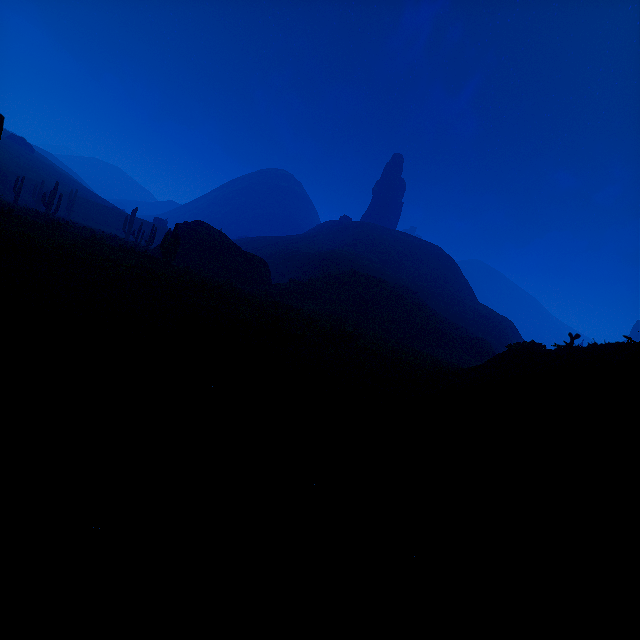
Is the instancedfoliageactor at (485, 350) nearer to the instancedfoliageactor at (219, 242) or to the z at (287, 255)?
the z at (287, 255)

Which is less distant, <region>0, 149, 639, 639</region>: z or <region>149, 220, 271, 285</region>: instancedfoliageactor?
<region>0, 149, 639, 639</region>: z

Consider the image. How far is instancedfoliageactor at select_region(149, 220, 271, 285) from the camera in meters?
22.0

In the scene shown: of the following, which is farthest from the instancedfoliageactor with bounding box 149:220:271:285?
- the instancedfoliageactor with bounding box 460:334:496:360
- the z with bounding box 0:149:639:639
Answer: the instancedfoliageactor with bounding box 460:334:496:360

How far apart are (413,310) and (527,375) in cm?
3438

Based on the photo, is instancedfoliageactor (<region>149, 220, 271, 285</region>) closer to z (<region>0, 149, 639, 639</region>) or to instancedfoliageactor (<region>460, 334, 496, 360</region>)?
z (<region>0, 149, 639, 639</region>)

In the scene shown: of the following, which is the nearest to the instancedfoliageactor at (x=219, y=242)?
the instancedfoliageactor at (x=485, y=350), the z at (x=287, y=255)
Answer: the z at (x=287, y=255)
